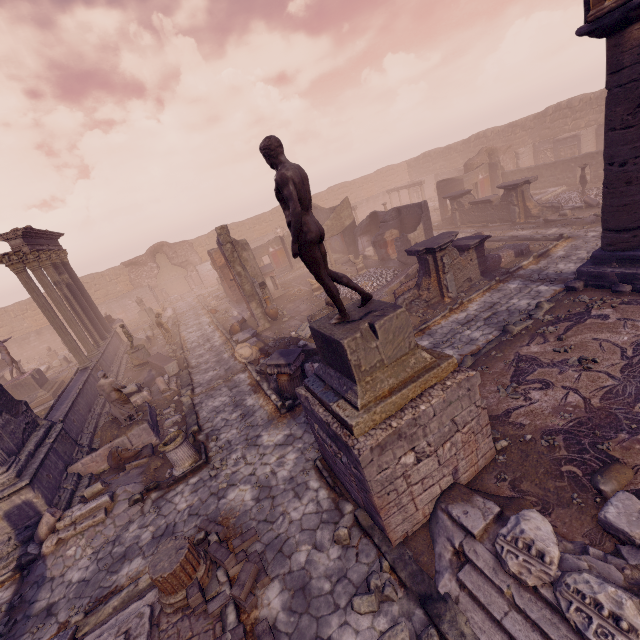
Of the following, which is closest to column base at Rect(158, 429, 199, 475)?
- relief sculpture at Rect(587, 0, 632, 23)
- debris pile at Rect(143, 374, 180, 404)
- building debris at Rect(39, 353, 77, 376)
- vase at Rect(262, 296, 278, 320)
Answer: debris pile at Rect(143, 374, 180, 404)

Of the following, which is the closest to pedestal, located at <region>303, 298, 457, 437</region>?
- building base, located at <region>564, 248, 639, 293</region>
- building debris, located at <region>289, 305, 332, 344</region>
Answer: building debris, located at <region>289, 305, 332, 344</region>

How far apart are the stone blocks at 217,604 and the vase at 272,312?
11.14m

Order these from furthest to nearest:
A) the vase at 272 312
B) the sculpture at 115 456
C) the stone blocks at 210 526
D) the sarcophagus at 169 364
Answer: the vase at 272 312 < the sarcophagus at 169 364 < the sculpture at 115 456 < the stone blocks at 210 526

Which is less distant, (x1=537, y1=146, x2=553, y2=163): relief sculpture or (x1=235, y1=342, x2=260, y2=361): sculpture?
(x1=235, y1=342, x2=260, y2=361): sculpture

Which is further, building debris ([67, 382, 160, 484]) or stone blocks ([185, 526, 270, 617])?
building debris ([67, 382, 160, 484])

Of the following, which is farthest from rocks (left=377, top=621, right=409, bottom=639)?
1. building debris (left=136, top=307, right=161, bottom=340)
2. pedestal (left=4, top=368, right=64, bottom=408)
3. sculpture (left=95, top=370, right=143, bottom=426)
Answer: building debris (left=136, top=307, right=161, bottom=340)

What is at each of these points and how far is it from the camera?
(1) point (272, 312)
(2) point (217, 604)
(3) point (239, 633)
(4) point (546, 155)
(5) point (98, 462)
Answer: (1) vase, 16.27m
(2) stone blocks, 4.91m
(3) stone blocks, 4.49m
(4) relief sculpture, 27.36m
(5) building debris, 9.30m
